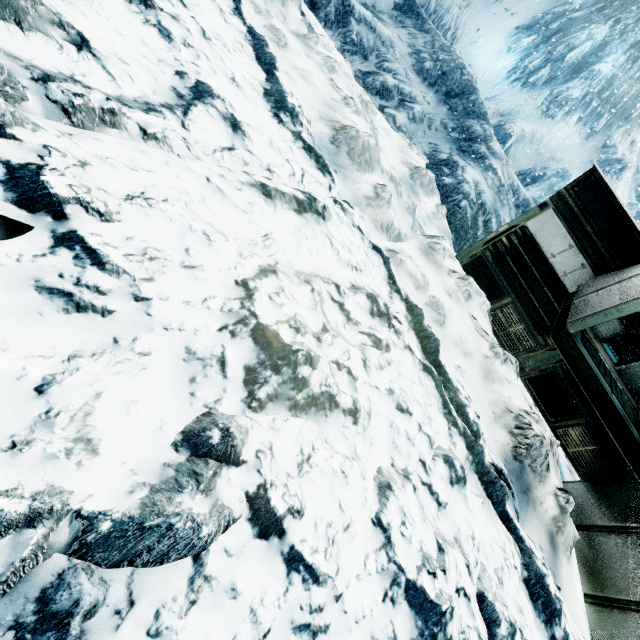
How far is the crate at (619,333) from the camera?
6.1m

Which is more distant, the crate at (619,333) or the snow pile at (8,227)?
the crate at (619,333)

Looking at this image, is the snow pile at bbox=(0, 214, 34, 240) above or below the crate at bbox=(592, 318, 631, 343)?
below

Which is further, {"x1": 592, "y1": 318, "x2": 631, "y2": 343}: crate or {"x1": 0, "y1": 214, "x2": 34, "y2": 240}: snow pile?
{"x1": 592, "y1": 318, "x2": 631, "y2": 343}: crate

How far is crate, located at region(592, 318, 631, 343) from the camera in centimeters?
610cm

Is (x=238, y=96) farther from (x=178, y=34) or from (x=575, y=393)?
(x=575, y=393)
